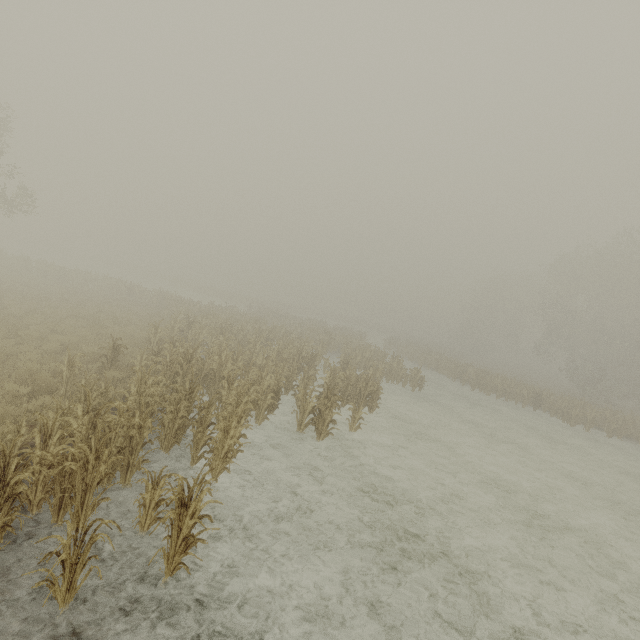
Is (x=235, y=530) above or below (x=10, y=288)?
below
